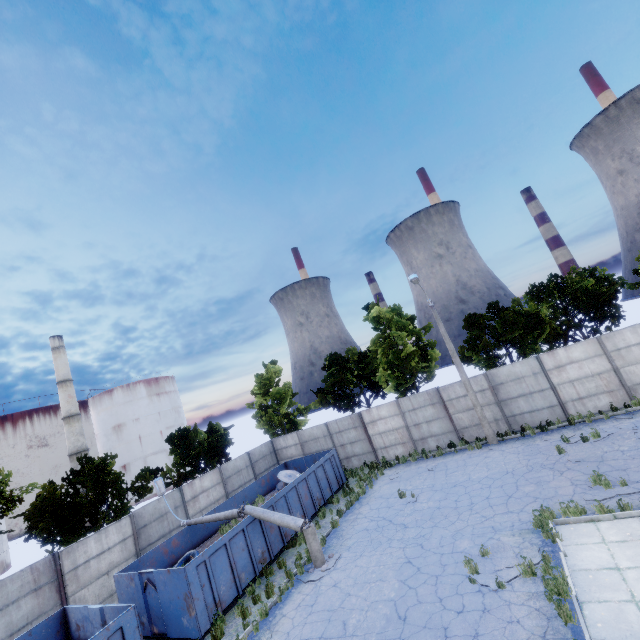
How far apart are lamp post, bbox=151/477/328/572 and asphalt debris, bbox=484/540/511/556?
5.6 meters

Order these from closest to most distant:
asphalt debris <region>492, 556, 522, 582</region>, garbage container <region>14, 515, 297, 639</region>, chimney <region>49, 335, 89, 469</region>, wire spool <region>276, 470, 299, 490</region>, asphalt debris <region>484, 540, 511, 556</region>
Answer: asphalt debris <region>492, 556, 522, 582</region> → asphalt debris <region>484, 540, 511, 556</region> → garbage container <region>14, 515, 297, 639</region> → wire spool <region>276, 470, 299, 490</region> → chimney <region>49, 335, 89, 469</region>

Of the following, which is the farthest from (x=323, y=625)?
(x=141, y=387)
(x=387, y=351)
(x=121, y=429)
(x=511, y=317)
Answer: (x=141, y=387)

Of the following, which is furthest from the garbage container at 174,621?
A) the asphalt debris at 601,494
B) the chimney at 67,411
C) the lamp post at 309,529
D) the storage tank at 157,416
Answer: the storage tank at 157,416

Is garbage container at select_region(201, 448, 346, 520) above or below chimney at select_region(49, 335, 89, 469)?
below

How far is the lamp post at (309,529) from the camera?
12.3 meters

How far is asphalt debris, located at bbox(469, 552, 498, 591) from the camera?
8.3m
